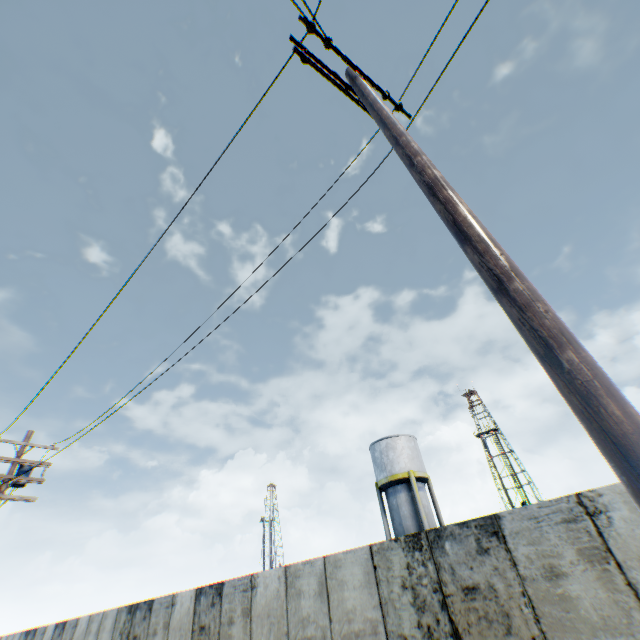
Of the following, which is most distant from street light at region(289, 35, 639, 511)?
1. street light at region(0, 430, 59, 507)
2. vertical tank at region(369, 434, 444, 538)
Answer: vertical tank at region(369, 434, 444, 538)

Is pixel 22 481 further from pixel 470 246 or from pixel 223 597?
pixel 470 246

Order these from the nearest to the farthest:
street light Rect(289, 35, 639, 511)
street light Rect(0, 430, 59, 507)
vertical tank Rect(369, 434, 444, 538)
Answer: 1. street light Rect(289, 35, 639, 511)
2. street light Rect(0, 430, 59, 507)
3. vertical tank Rect(369, 434, 444, 538)

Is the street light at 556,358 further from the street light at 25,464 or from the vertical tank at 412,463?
the vertical tank at 412,463

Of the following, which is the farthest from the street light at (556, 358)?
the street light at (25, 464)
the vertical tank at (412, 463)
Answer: the vertical tank at (412, 463)

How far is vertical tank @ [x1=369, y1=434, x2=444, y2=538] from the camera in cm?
2297

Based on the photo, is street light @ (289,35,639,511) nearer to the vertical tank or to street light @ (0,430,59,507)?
street light @ (0,430,59,507)
